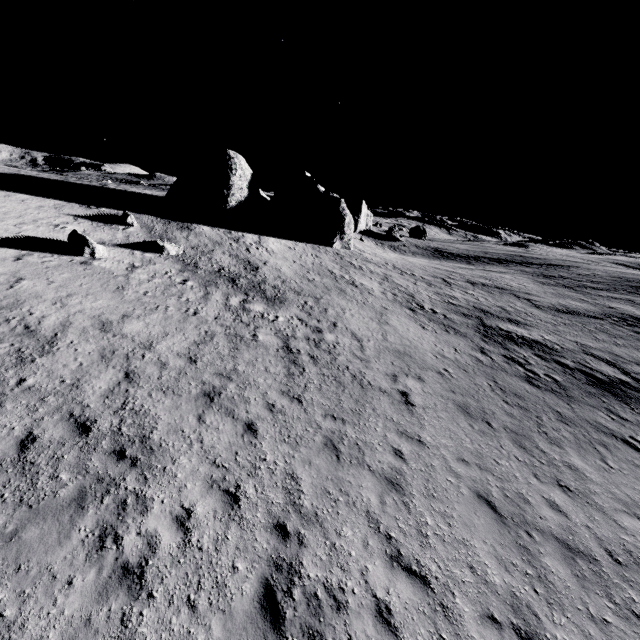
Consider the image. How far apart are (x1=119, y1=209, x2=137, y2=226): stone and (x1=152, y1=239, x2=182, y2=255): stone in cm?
344

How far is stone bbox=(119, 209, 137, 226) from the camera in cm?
2286

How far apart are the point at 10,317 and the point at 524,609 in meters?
16.4

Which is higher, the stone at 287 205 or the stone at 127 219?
the stone at 287 205

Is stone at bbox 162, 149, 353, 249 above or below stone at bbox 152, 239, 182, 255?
above

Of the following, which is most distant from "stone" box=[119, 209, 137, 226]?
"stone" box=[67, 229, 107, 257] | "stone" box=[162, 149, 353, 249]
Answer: "stone" box=[162, 149, 353, 249]

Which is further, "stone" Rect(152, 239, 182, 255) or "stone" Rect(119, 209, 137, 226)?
"stone" Rect(119, 209, 137, 226)

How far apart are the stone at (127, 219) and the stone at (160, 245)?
3.44m
